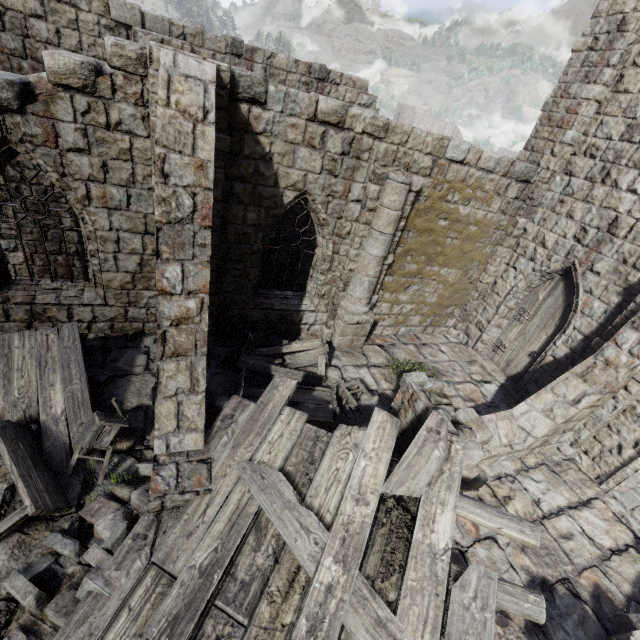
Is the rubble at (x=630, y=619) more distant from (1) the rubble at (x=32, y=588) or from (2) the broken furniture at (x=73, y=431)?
(2) the broken furniture at (x=73, y=431)

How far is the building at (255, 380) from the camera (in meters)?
7.78

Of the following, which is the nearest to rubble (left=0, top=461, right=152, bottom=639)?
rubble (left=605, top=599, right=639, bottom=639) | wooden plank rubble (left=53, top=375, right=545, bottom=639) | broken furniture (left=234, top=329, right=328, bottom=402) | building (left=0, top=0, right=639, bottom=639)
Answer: wooden plank rubble (left=53, top=375, right=545, bottom=639)

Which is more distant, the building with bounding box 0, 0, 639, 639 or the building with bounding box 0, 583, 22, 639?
the building with bounding box 0, 0, 639, 639

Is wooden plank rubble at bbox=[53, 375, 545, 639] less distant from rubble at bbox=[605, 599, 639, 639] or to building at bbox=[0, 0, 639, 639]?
building at bbox=[0, 0, 639, 639]

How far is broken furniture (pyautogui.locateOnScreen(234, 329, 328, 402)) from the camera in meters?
7.2

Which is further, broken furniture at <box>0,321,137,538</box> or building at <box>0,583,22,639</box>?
broken furniture at <box>0,321,137,538</box>

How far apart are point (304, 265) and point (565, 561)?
11.18m
